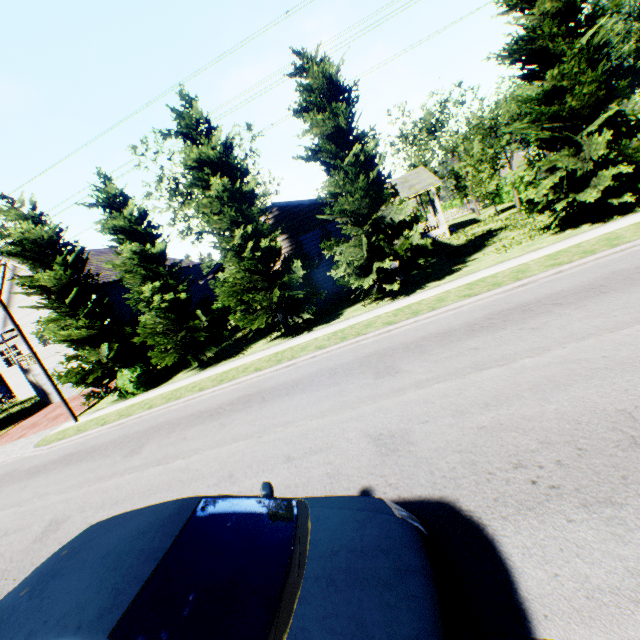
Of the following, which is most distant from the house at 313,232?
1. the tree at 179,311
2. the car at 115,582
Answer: the car at 115,582

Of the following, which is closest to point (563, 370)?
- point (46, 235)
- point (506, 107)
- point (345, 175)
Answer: point (345, 175)

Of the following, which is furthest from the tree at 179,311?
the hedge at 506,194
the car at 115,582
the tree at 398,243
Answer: the hedge at 506,194

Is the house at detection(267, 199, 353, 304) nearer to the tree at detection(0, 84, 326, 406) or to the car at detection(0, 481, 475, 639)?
the tree at detection(0, 84, 326, 406)

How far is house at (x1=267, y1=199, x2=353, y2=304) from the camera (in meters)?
18.11

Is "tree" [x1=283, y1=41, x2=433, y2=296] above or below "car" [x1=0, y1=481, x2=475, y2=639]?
above

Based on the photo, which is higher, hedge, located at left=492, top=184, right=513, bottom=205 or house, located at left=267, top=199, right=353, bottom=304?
house, located at left=267, top=199, right=353, bottom=304

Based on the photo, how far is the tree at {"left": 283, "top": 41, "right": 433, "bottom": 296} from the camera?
12.66m
